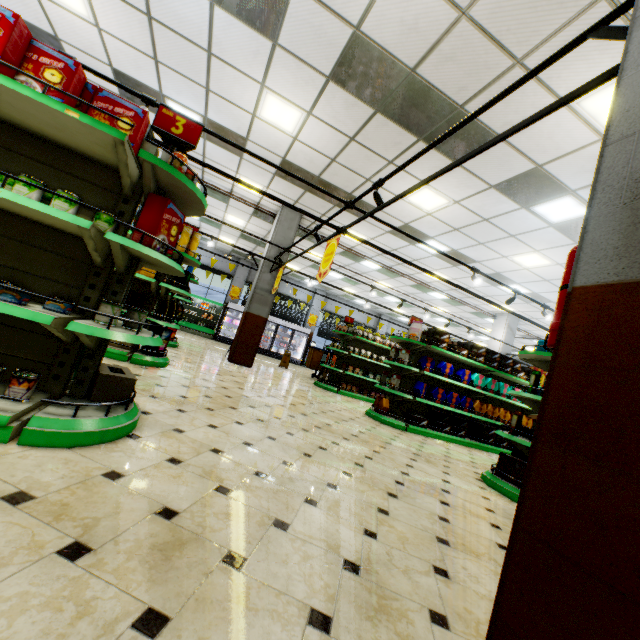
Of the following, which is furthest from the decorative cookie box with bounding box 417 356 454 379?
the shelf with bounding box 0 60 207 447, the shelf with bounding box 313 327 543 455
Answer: the shelf with bounding box 0 60 207 447

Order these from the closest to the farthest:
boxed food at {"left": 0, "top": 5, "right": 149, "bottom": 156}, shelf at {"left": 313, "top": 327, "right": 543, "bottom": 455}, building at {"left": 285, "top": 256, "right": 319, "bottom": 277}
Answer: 1. boxed food at {"left": 0, "top": 5, "right": 149, "bottom": 156}
2. shelf at {"left": 313, "top": 327, "right": 543, "bottom": 455}
3. building at {"left": 285, "top": 256, "right": 319, "bottom": 277}

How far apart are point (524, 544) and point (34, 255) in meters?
3.3 m

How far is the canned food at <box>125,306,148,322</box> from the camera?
2.5 meters

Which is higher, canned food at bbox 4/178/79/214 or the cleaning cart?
canned food at bbox 4/178/79/214

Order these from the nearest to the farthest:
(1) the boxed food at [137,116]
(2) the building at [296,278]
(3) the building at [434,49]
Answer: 1. (1) the boxed food at [137,116]
2. (3) the building at [434,49]
3. (2) the building at [296,278]

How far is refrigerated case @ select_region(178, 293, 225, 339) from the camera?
17.17m

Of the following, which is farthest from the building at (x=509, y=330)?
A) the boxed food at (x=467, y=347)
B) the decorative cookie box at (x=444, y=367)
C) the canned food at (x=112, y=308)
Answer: the boxed food at (x=467, y=347)
